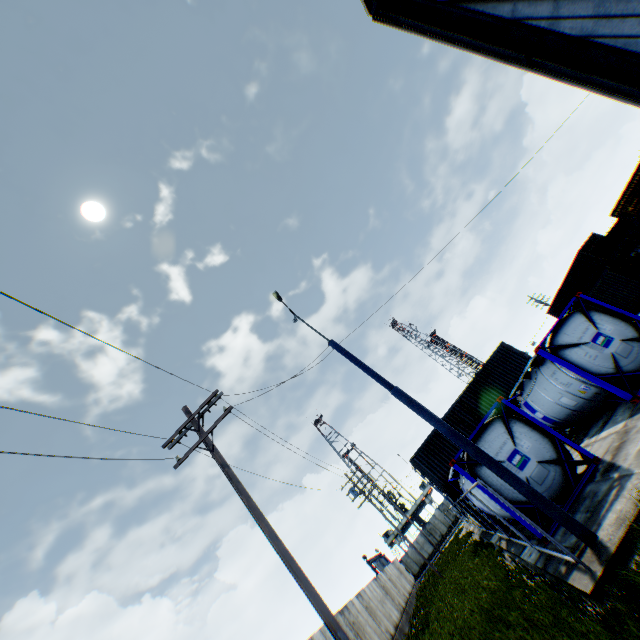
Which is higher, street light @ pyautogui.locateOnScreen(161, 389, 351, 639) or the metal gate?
the metal gate

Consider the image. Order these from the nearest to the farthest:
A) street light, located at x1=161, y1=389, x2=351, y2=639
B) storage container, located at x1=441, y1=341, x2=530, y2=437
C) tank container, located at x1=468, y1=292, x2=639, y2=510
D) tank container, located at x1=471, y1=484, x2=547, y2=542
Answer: street light, located at x1=161, y1=389, x2=351, y2=639
tank container, located at x1=471, y1=484, x2=547, y2=542
tank container, located at x1=468, y1=292, x2=639, y2=510
storage container, located at x1=441, y1=341, x2=530, y2=437

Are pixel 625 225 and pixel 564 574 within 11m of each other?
no

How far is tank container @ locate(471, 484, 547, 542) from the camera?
9.1m

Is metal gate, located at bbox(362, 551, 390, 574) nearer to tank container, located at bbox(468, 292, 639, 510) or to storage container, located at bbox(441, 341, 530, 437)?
storage container, located at bbox(441, 341, 530, 437)

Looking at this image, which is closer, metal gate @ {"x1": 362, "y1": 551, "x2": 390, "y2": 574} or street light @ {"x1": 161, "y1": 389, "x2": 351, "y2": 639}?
street light @ {"x1": 161, "y1": 389, "x2": 351, "y2": 639}

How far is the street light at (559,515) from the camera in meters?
6.7 m

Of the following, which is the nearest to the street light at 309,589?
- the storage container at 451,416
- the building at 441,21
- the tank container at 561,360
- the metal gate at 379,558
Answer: the storage container at 451,416
